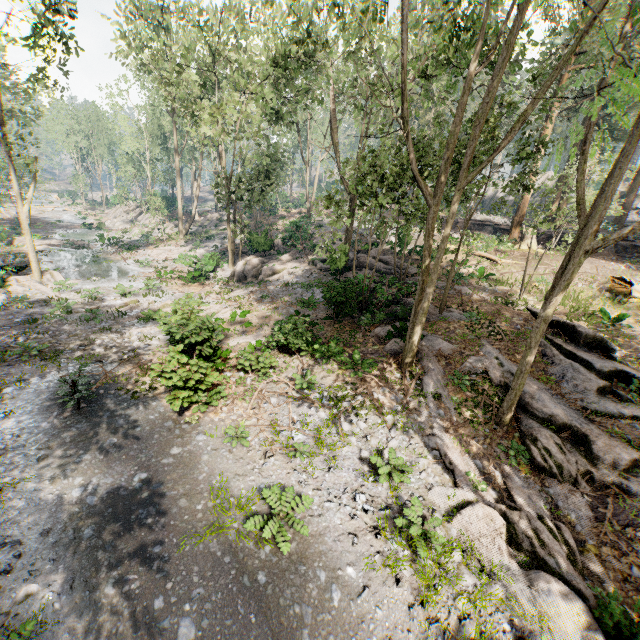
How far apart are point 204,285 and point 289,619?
23.6 meters

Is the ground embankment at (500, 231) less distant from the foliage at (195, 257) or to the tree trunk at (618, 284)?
the foliage at (195, 257)

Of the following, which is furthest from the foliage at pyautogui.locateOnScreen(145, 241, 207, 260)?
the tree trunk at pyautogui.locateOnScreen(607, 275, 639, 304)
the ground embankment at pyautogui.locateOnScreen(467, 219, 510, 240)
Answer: the tree trunk at pyautogui.locateOnScreen(607, 275, 639, 304)

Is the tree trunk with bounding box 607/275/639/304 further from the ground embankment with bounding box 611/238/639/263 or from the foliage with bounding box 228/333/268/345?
the foliage with bounding box 228/333/268/345

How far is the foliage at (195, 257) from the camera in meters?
26.0

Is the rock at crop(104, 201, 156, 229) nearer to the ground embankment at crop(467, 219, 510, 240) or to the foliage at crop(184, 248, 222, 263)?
the foliage at crop(184, 248, 222, 263)

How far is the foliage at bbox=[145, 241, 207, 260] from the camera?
33.1m

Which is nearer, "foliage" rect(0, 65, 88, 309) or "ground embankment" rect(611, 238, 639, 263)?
"foliage" rect(0, 65, 88, 309)
